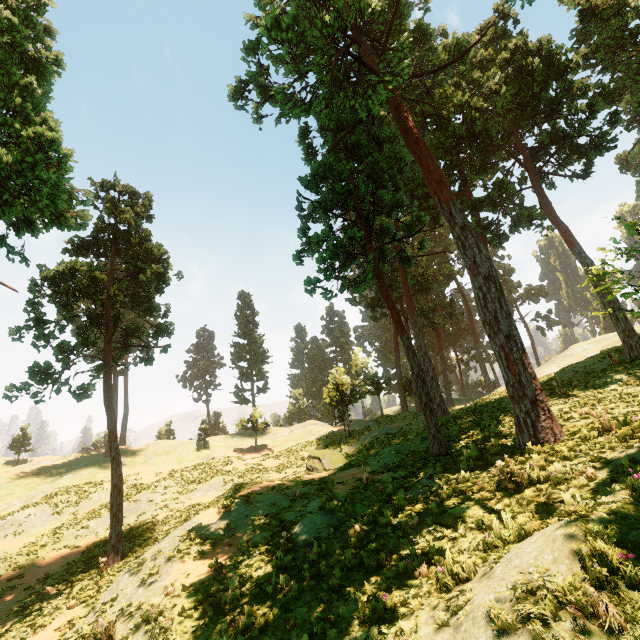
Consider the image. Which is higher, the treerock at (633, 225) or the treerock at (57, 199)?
the treerock at (57, 199)

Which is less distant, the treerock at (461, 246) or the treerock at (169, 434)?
the treerock at (461, 246)

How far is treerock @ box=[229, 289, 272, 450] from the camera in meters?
40.9 m

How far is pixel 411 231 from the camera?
20.72m

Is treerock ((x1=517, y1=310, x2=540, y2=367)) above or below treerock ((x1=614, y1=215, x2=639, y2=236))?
above

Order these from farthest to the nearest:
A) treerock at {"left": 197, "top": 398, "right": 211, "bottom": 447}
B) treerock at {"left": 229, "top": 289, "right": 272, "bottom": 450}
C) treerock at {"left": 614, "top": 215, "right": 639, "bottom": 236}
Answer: treerock at {"left": 197, "top": 398, "right": 211, "bottom": 447} < treerock at {"left": 229, "top": 289, "right": 272, "bottom": 450} < treerock at {"left": 614, "top": 215, "right": 639, "bottom": 236}
